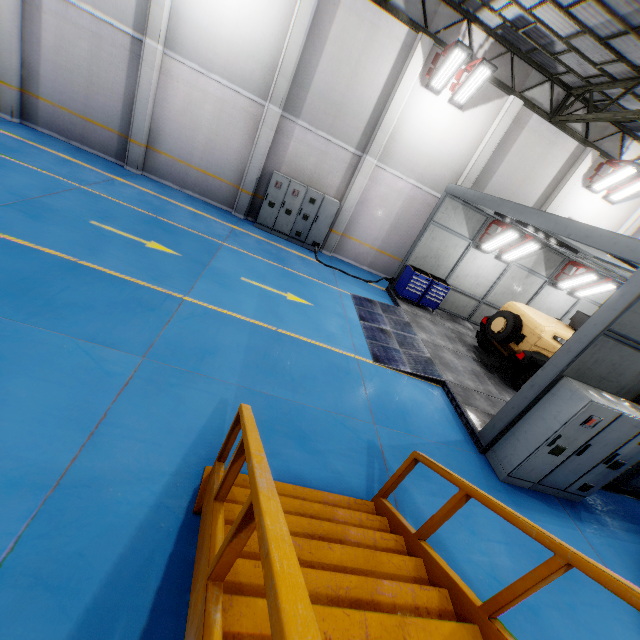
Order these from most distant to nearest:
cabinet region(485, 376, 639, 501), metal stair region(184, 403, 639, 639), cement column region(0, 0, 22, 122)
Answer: cement column region(0, 0, 22, 122) → cabinet region(485, 376, 639, 501) → metal stair region(184, 403, 639, 639)

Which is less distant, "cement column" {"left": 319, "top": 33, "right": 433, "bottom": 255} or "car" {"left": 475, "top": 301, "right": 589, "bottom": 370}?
"car" {"left": 475, "top": 301, "right": 589, "bottom": 370}

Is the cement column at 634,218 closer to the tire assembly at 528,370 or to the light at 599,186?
the light at 599,186

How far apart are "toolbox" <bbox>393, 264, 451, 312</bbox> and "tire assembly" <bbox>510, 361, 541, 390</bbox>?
3.8m

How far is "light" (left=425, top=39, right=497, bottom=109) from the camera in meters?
10.1

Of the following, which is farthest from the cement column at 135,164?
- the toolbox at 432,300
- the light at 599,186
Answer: the light at 599,186

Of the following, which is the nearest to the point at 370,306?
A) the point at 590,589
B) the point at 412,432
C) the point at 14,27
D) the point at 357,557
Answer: the point at 412,432

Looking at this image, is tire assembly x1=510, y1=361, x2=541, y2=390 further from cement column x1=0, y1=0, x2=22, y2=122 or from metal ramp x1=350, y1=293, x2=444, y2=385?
cement column x1=0, y1=0, x2=22, y2=122
